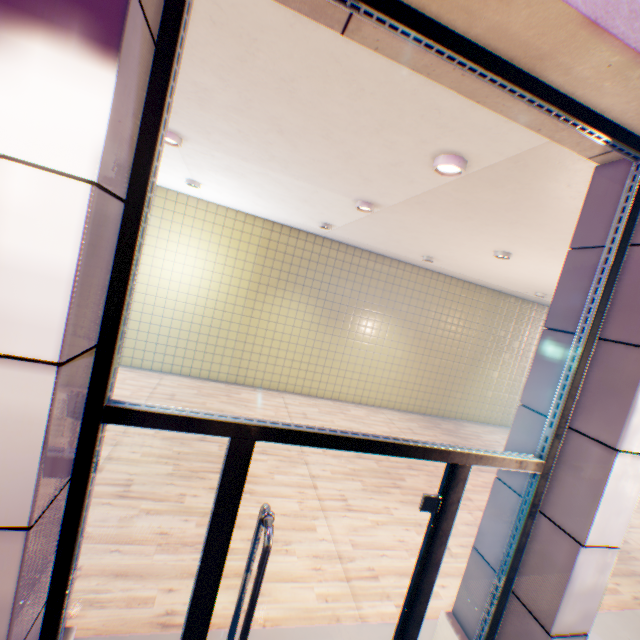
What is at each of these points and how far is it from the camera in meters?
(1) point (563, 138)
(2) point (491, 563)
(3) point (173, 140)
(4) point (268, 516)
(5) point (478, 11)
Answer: (1) concrete block, 2.0 m
(2) column, 2.2 m
(3) street lamp, 4.0 m
(4) glass door, 1.6 m
(5) concrete block, 1.3 m

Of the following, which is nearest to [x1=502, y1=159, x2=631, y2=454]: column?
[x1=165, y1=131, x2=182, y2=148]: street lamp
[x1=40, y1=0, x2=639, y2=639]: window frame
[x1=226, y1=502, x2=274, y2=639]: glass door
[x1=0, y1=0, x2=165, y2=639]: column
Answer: [x1=40, y1=0, x2=639, y2=639]: window frame

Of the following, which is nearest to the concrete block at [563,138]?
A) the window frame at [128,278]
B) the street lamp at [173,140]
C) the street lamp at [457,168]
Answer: the window frame at [128,278]

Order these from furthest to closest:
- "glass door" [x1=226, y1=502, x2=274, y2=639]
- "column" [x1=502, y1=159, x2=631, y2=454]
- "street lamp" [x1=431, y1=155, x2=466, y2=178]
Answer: "street lamp" [x1=431, y1=155, x2=466, y2=178] < "column" [x1=502, y1=159, x2=631, y2=454] < "glass door" [x1=226, y1=502, x2=274, y2=639]

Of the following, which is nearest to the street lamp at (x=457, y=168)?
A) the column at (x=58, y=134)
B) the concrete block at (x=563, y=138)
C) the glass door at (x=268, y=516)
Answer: the concrete block at (x=563, y=138)

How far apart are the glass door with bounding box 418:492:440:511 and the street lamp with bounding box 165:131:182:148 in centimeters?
457cm

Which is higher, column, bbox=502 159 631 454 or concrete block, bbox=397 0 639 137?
concrete block, bbox=397 0 639 137

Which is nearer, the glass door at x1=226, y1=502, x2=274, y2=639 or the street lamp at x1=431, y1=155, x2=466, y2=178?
the glass door at x1=226, y1=502, x2=274, y2=639
